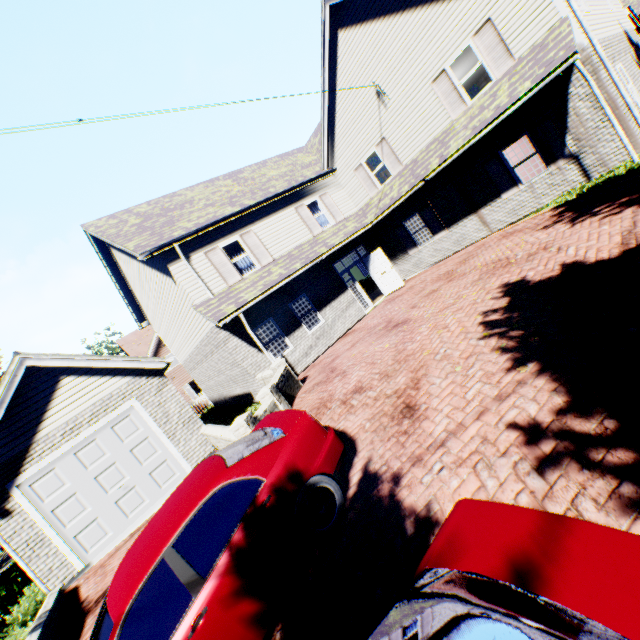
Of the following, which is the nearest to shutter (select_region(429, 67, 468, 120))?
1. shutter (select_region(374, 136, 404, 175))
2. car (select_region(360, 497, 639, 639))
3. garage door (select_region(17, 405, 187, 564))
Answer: shutter (select_region(374, 136, 404, 175))

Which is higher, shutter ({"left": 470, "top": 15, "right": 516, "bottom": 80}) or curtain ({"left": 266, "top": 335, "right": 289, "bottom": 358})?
shutter ({"left": 470, "top": 15, "right": 516, "bottom": 80})

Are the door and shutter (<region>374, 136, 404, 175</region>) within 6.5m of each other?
yes

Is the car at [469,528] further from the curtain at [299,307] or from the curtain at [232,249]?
the curtain at [232,249]

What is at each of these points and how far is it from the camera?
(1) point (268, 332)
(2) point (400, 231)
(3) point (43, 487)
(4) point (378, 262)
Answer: (1) curtain, 13.2 meters
(2) shutter, 16.1 meters
(3) garage door, 8.7 meters
(4) door, 16.0 meters

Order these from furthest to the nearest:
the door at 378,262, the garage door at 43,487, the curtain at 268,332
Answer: the door at 378,262
the curtain at 268,332
the garage door at 43,487

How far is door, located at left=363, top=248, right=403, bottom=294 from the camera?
15.9 meters

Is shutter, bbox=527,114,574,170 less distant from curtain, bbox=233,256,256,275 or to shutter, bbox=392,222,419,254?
shutter, bbox=392,222,419,254
